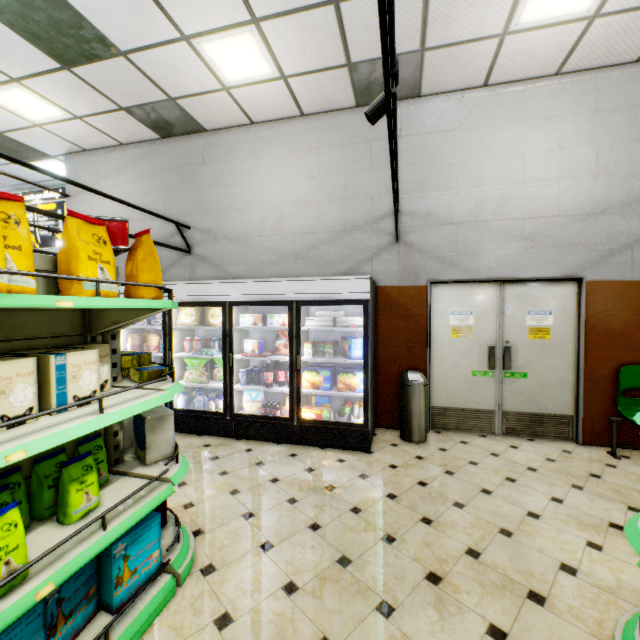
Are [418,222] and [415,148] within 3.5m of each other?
yes

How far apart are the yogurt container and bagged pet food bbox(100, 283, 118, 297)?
3.1m

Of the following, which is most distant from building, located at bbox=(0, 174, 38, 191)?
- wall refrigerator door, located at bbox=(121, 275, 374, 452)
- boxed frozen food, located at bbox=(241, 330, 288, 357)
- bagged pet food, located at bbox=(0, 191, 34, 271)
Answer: bagged pet food, located at bbox=(0, 191, 34, 271)

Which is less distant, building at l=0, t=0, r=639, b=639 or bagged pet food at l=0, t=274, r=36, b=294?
bagged pet food at l=0, t=274, r=36, b=294

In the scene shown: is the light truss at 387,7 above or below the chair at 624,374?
above

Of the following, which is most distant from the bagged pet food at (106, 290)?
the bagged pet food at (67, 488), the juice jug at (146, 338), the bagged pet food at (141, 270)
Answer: the juice jug at (146, 338)

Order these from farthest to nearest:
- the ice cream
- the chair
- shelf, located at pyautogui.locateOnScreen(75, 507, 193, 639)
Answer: the ice cream → the chair → shelf, located at pyautogui.locateOnScreen(75, 507, 193, 639)

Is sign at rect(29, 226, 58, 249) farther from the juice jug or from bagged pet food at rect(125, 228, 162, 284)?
A: bagged pet food at rect(125, 228, 162, 284)
